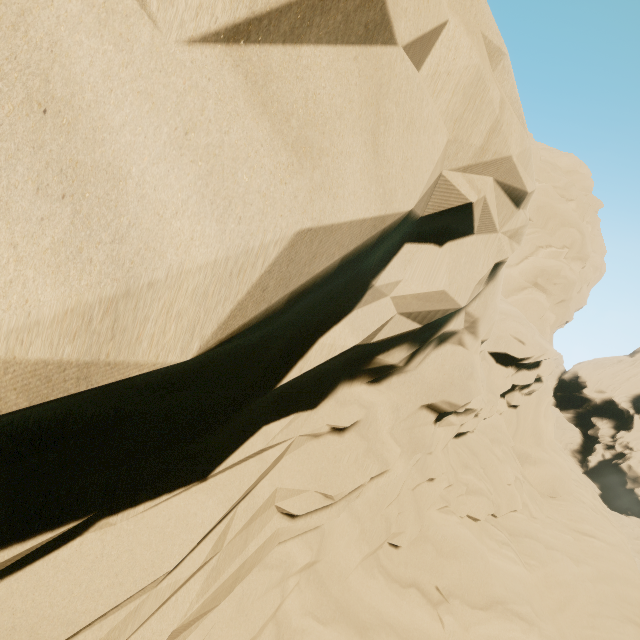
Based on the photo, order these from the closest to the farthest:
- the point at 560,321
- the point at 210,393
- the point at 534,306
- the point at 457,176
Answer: the point at 210,393 → the point at 457,176 → the point at 534,306 → the point at 560,321
